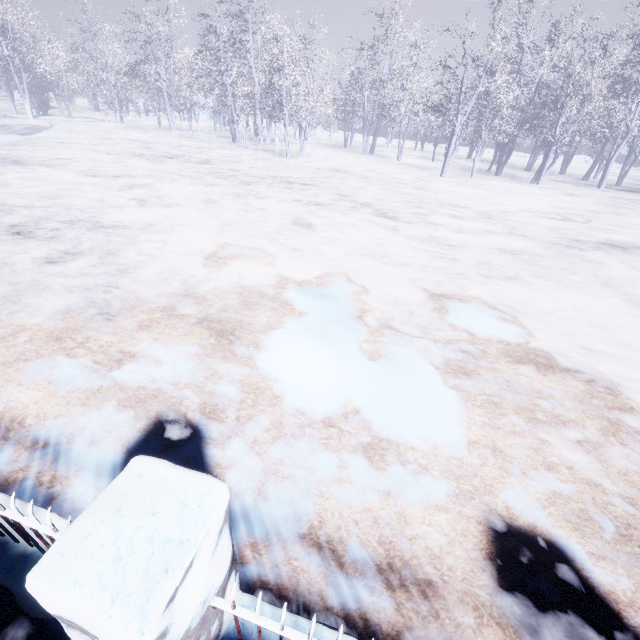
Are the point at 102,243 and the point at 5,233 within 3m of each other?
yes
